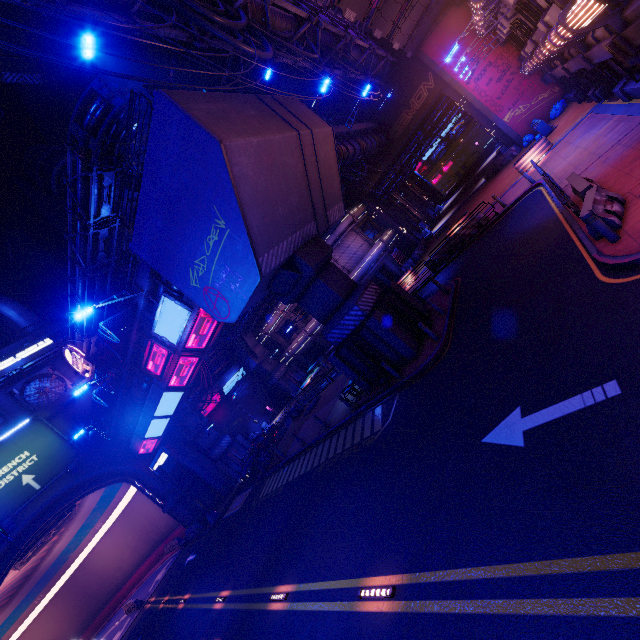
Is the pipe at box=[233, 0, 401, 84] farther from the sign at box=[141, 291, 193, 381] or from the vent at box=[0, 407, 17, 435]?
the sign at box=[141, 291, 193, 381]

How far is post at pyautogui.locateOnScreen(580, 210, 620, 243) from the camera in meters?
8.2

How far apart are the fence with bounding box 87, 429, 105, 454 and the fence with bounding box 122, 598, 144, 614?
14.8m

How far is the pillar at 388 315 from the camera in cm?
1492

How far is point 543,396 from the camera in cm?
694

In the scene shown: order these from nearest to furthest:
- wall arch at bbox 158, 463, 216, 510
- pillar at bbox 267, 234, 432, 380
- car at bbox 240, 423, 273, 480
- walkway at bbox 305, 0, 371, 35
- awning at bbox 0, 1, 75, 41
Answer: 1. awning at bbox 0, 1, 75, 41
2. pillar at bbox 267, 234, 432, 380
3. walkway at bbox 305, 0, 371, 35
4. car at bbox 240, 423, 273, 480
5. wall arch at bbox 158, 463, 216, 510

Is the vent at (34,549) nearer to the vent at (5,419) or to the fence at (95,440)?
the fence at (95,440)

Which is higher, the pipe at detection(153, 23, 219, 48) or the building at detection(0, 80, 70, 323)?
the building at detection(0, 80, 70, 323)
